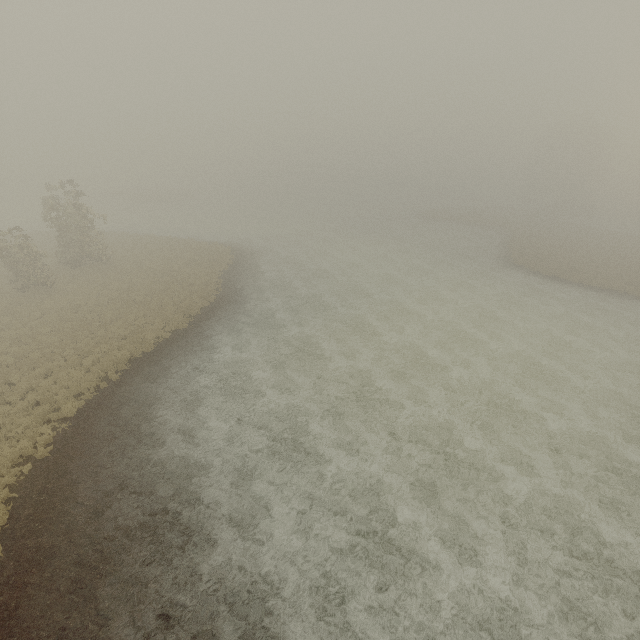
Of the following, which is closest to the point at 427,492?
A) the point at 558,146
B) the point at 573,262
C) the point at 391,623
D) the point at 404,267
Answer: the point at 391,623
